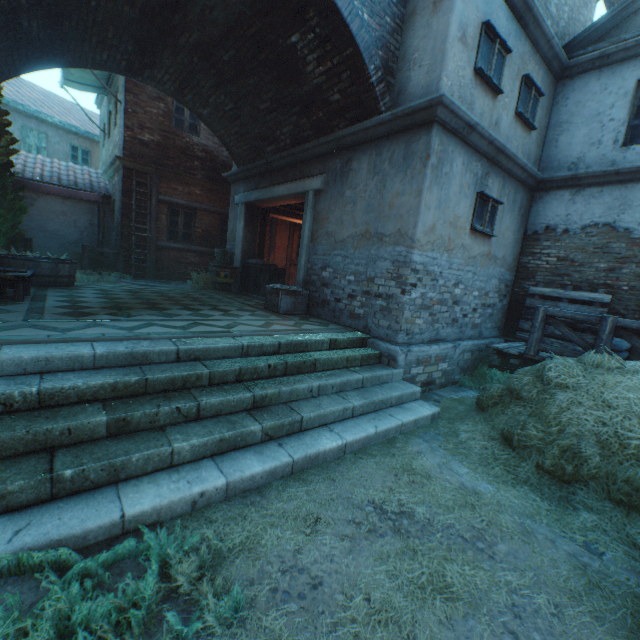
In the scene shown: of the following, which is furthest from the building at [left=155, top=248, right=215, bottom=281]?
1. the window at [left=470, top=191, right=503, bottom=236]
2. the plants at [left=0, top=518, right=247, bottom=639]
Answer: the plants at [left=0, top=518, right=247, bottom=639]

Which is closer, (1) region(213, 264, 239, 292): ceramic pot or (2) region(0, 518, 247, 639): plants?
(2) region(0, 518, 247, 639): plants

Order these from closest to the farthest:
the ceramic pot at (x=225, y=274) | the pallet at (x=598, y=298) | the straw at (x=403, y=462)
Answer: the straw at (x=403, y=462), the pallet at (x=598, y=298), the ceramic pot at (x=225, y=274)

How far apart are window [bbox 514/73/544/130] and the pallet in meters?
3.5 m

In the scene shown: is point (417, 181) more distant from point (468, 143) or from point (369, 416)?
point (369, 416)

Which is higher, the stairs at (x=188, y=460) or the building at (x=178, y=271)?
the building at (x=178, y=271)

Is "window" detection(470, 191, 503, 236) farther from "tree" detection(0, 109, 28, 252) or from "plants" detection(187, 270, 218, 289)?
"tree" detection(0, 109, 28, 252)

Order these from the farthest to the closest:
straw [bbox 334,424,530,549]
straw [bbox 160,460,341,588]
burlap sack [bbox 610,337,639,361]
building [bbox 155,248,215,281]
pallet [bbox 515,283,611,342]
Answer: building [bbox 155,248,215,281], pallet [bbox 515,283,611,342], burlap sack [bbox 610,337,639,361], straw [bbox 334,424,530,549], straw [bbox 160,460,341,588]
